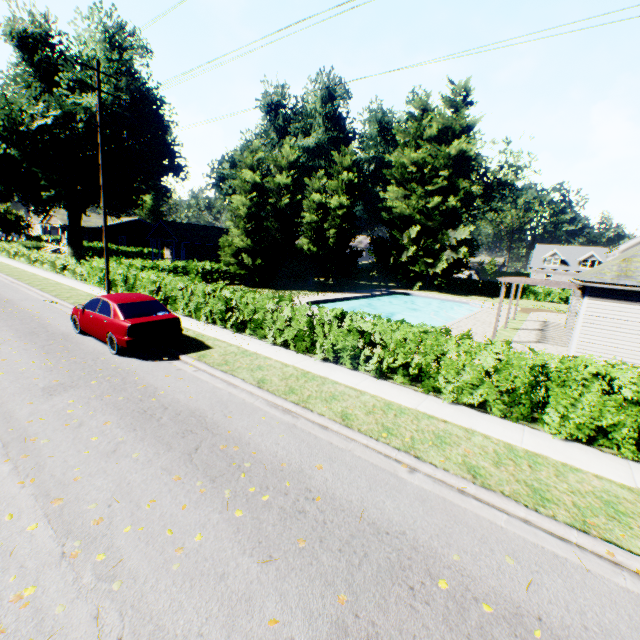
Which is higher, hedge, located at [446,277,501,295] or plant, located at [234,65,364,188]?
plant, located at [234,65,364,188]

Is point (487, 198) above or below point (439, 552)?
above

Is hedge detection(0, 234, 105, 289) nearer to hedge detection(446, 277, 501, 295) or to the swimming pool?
the swimming pool

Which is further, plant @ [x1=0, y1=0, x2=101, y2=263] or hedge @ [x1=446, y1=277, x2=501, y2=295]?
hedge @ [x1=446, y1=277, x2=501, y2=295]

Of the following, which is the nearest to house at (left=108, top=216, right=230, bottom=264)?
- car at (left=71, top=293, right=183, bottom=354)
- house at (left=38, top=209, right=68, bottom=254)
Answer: house at (left=38, top=209, right=68, bottom=254)

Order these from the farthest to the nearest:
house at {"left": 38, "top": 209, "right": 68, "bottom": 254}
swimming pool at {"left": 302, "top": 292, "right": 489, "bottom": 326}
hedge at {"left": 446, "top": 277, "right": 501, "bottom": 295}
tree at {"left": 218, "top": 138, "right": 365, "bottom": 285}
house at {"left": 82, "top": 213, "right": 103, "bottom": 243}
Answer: house at {"left": 82, "top": 213, "right": 103, "bottom": 243}, house at {"left": 38, "top": 209, "right": 68, "bottom": 254}, hedge at {"left": 446, "top": 277, "right": 501, "bottom": 295}, tree at {"left": 218, "top": 138, "right": 365, "bottom": 285}, swimming pool at {"left": 302, "top": 292, "right": 489, "bottom": 326}

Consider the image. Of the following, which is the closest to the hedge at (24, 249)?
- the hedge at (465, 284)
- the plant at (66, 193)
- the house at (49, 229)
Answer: the plant at (66, 193)

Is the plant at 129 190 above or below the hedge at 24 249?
above
